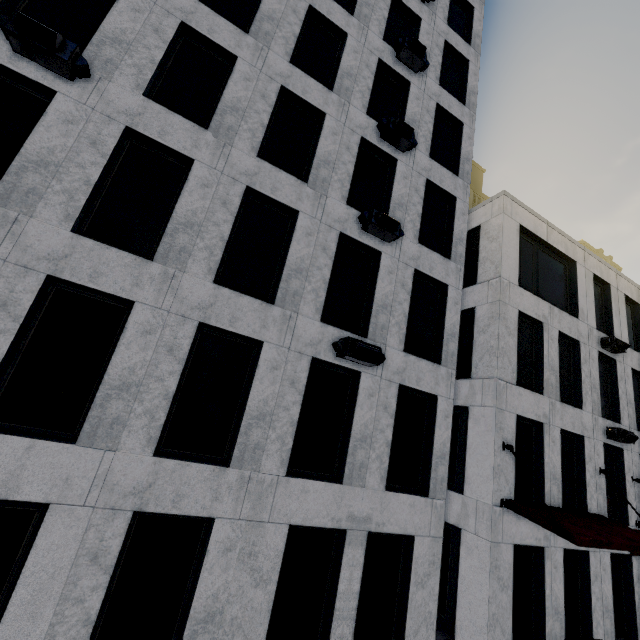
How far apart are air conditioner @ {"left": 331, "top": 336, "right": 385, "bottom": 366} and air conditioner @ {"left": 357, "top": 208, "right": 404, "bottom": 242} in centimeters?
347cm

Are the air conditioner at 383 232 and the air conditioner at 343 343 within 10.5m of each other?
yes

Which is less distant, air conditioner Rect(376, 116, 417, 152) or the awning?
the awning

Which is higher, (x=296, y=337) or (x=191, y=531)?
(x=296, y=337)

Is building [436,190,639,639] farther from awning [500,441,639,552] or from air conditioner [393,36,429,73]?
air conditioner [393,36,429,73]

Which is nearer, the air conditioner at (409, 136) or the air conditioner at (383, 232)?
the air conditioner at (383, 232)

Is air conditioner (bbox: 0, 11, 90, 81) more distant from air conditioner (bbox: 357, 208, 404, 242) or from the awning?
the awning

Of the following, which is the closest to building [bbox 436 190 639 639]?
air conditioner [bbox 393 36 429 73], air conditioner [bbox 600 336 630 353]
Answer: air conditioner [bbox 600 336 630 353]
